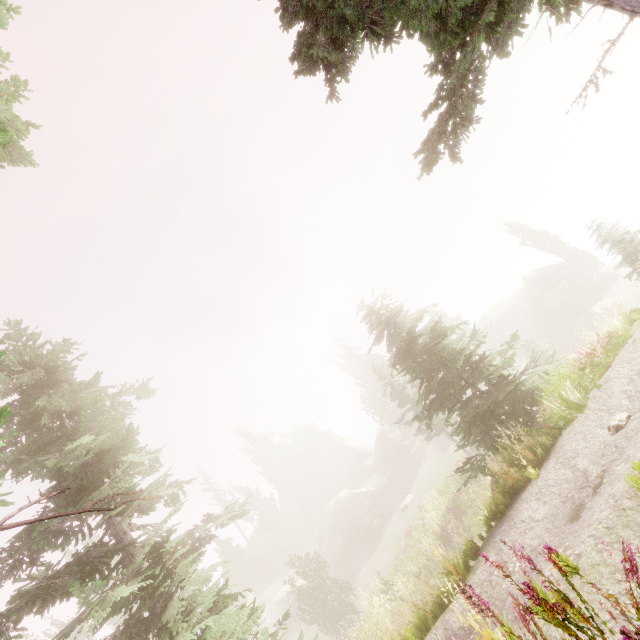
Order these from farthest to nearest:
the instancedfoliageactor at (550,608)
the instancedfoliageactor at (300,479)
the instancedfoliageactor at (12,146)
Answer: the instancedfoliageactor at (300,479) < the instancedfoliageactor at (12,146) < the instancedfoliageactor at (550,608)

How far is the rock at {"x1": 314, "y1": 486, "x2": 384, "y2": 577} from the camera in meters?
37.4

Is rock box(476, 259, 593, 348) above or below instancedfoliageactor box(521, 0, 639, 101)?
below

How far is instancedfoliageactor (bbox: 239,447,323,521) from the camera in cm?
5581

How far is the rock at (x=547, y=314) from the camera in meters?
38.2

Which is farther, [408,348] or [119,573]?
[119,573]

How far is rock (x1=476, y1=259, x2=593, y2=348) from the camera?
→ 38.2 meters
